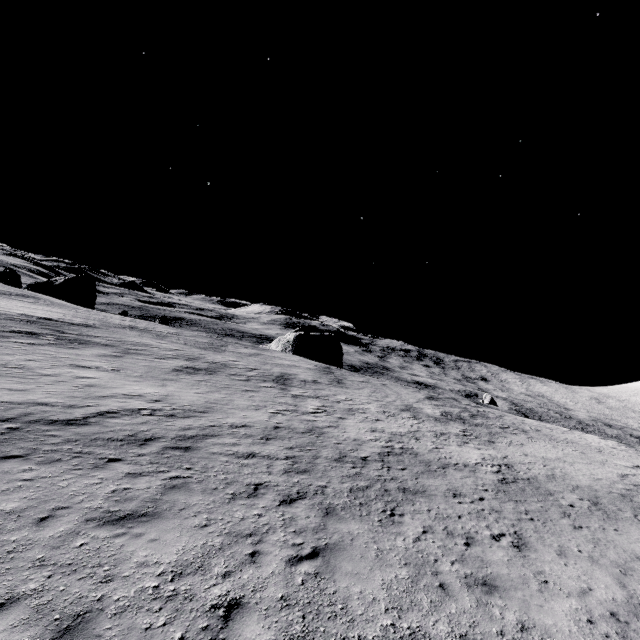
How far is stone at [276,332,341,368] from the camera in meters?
56.0

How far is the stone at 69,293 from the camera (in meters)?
58.03

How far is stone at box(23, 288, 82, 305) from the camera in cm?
5803

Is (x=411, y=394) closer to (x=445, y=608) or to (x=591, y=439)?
(x=591, y=439)

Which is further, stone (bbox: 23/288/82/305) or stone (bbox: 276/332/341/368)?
stone (bbox: 23/288/82/305)

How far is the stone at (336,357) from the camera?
56.0 meters
